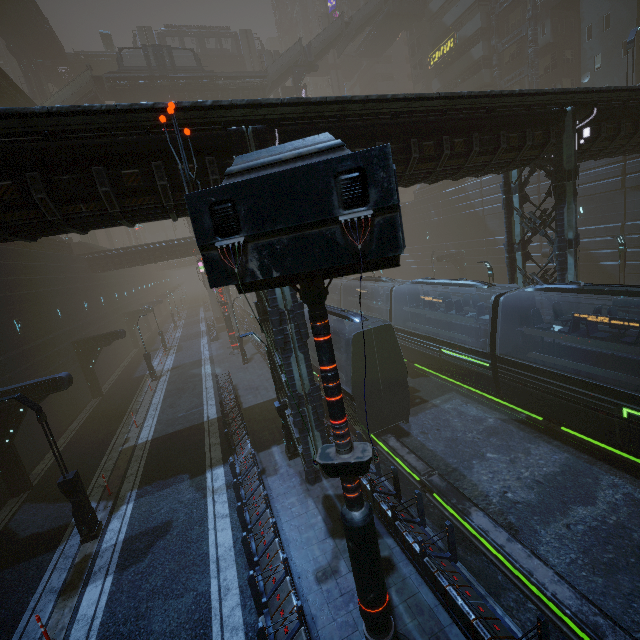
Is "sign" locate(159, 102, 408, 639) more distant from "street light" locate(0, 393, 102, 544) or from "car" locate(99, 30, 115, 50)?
"car" locate(99, 30, 115, 50)

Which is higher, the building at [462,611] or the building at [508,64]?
the building at [508,64]

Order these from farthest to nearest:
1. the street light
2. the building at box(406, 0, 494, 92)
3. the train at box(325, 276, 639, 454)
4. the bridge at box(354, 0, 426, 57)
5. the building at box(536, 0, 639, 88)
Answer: the bridge at box(354, 0, 426, 57) → the building at box(406, 0, 494, 92) → the building at box(536, 0, 639, 88) → the train at box(325, 276, 639, 454) → the street light

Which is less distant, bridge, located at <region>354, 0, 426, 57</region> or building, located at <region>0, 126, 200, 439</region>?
building, located at <region>0, 126, 200, 439</region>

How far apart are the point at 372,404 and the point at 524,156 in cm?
1213

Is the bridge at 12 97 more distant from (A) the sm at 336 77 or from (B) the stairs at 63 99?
(A) the sm at 336 77

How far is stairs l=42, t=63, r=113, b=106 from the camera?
33.7m

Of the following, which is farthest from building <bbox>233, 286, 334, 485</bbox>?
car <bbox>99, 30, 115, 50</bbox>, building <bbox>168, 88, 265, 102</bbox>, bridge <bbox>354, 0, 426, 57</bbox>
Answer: building <bbox>168, 88, 265, 102</bbox>
